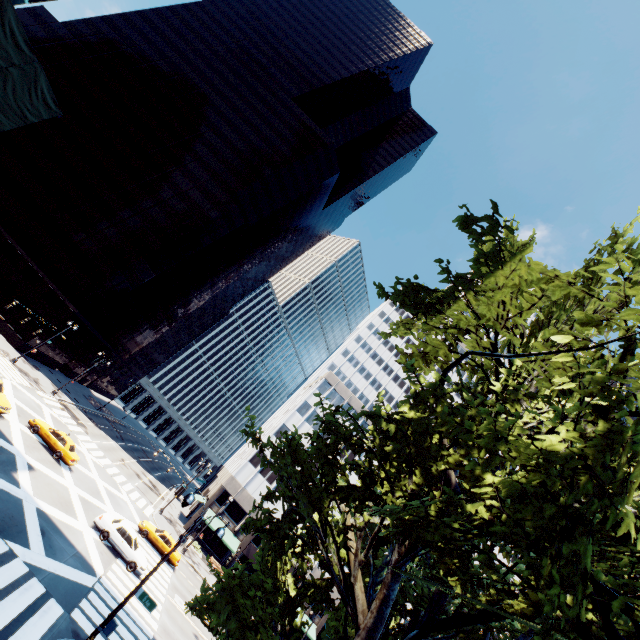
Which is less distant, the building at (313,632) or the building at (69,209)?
the building at (313,632)

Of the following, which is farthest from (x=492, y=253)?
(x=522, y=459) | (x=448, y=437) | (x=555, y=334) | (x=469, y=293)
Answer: (x=448, y=437)

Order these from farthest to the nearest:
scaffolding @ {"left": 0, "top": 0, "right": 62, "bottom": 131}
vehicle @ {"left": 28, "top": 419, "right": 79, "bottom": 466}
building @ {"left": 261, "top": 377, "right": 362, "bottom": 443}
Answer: building @ {"left": 261, "top": 377, "right": 362, "bottom": 443}, vehicle @ {"left": 28, "top": 419, "right": 79, "bottom": 466}, scaffolding @ {"left": 0, "top": 0, "right": 62, "bottom": 131}

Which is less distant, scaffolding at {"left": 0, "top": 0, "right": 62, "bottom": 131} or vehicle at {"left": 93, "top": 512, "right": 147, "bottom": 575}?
scaffolding at {"left": 0, "top": 0, "right": 62, "bottom": 131}

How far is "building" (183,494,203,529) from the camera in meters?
45.7 m

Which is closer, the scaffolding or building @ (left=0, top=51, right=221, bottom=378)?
the scaffolding

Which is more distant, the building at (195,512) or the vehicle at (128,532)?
the building at (195,512)

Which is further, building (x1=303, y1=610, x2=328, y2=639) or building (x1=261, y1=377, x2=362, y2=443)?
building (x1=261, y1=377, x2=362, y2=443)
